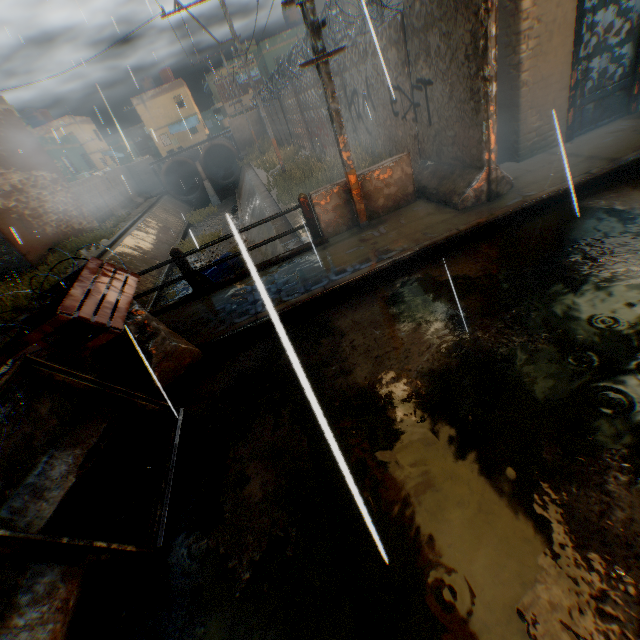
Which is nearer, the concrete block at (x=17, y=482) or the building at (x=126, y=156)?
the concrete block at (x=17, y=482)

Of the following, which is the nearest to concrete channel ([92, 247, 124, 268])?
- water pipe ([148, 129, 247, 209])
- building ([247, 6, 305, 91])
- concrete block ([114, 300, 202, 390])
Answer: water pipe ([148, 129, 247, 209])

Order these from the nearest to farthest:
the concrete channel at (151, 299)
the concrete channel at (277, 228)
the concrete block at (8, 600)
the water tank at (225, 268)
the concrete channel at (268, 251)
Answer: the concrete block at (8, 600), the concrete channel at (268, 251), the concrete channel at (277, 228), the water tank at (225, 268), the concrete channel at (151, 299)

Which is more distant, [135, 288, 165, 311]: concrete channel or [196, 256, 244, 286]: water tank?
[135, 288, 165, 311]: concrete channel

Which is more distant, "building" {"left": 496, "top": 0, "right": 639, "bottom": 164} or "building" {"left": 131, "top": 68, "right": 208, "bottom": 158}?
"building" {"left": 131, "top": 68, "right": 208, "bottom": 158}

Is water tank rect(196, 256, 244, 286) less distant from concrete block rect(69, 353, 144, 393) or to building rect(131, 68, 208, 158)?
building rect(131, 68, 208, 158)

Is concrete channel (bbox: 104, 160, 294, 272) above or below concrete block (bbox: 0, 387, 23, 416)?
below

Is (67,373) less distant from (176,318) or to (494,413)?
(176,318)
